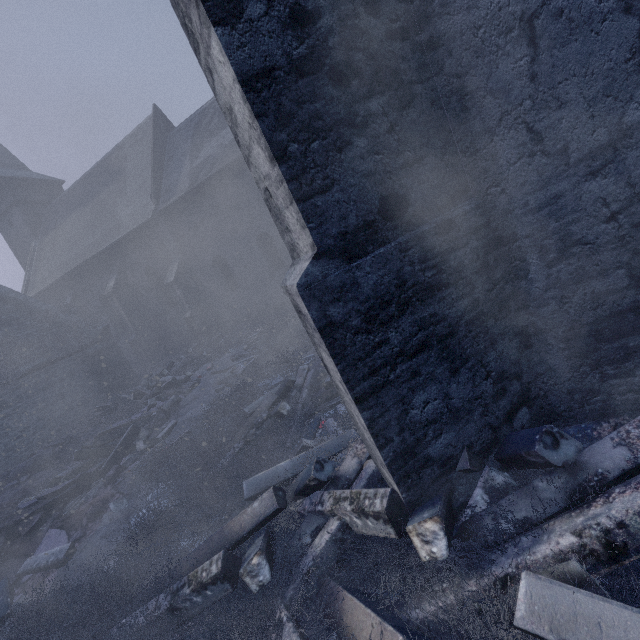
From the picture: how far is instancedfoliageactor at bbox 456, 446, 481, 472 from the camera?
2.2m

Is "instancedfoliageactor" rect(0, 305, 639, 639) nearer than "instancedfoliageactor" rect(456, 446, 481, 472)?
Yes

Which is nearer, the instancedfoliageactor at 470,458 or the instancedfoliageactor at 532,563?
the instancedfoliageactor at 532,563

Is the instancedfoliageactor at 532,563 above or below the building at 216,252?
below

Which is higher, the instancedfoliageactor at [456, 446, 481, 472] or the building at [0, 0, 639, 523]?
the building at [0, 0, 639, 523]

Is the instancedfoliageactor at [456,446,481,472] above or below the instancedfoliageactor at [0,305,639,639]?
above

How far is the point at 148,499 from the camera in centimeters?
402cm
